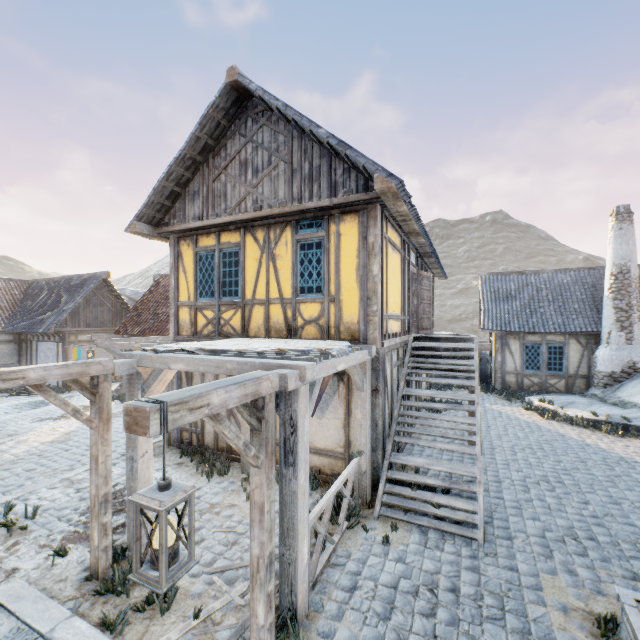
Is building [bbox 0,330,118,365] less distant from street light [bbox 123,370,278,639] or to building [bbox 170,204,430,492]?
building [bbox 170,204,430,492]

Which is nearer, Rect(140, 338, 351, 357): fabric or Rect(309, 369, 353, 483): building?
Rect(140, 338, 351, 357): fabric

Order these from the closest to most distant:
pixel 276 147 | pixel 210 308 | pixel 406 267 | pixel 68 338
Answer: pixel 276 147 → pixel 210 308 → pixel 406 267 → pixel 68 338

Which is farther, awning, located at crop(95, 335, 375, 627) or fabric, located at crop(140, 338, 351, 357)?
fabric, located at crop(140, 338, 351, 357)

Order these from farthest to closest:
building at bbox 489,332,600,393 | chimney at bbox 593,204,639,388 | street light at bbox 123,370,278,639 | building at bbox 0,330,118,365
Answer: building at bbox 0,330,118,365 < building at bbox 489,332,600,393 < chimney at bbox 593,204,639,388 < street light at bbox 123,370,278,639

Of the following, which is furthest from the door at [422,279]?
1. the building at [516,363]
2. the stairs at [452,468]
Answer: the building at [516,363]

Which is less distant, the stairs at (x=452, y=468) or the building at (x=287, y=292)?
the stairs at (x=452, y=468)

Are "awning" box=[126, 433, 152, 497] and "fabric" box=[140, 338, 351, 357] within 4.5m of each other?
yes
